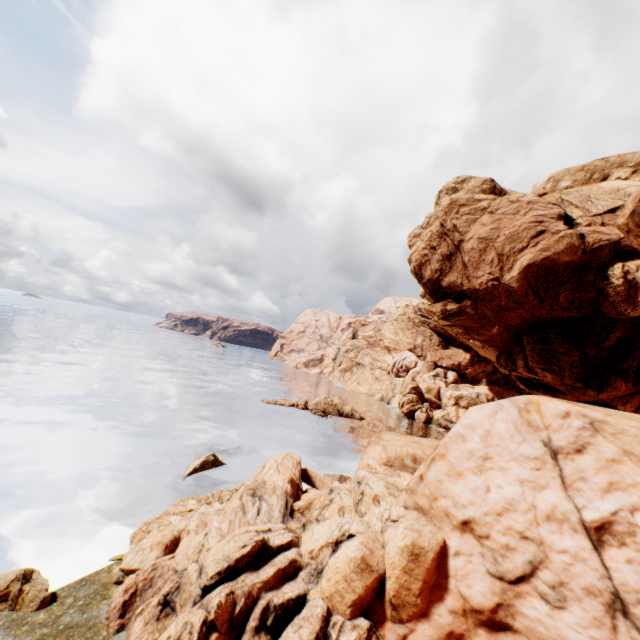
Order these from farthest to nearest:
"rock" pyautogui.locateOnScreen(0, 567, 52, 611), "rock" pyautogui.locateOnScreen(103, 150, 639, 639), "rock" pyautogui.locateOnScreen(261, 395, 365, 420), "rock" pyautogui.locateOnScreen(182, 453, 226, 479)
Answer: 1. "rock" pyautogui.locateOnScreen(261, 395, 365, 420)
2. "rock" pyautogui.locateOnScreen(182, 453, 226, 479)
3. "rock" pyautogui.locateOnScreen(0, 567, 52, 611)
4. "rock" pyautogui.locateOnScreen(103, 150, 639, 639)

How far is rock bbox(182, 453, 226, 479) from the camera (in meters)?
23.51

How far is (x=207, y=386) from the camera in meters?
A: 55.7 m

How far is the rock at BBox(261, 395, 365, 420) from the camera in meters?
52.3

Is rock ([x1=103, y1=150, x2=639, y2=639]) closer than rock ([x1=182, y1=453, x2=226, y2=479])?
Yes

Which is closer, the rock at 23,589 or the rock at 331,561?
the rock at 331,561

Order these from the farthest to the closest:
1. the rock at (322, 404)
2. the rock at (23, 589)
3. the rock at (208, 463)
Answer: the rock at (322, 404), the rock at (208, 463), the rock at (23, 589)
